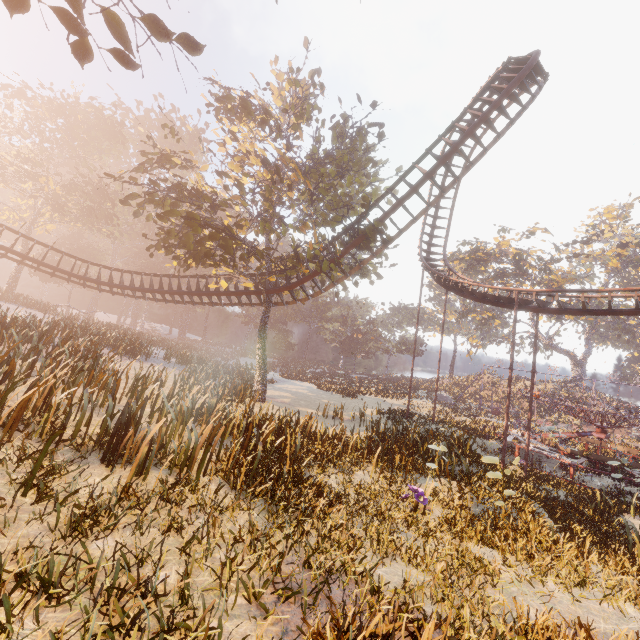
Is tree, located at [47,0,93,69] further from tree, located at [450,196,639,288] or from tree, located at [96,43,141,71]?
tree, located at [450,196,639,288]

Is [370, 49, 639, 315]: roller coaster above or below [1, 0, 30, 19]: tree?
above

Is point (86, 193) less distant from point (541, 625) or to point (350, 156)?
point (350, 156)

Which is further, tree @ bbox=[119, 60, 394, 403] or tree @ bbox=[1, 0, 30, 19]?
tree @ bbox=[119, 60, 394, 403]

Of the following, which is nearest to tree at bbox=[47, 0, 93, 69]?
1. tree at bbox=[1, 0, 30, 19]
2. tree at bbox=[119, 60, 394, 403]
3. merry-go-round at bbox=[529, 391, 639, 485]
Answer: tree at bbox=[1, 0, 30, 19]

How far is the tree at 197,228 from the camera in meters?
15.2

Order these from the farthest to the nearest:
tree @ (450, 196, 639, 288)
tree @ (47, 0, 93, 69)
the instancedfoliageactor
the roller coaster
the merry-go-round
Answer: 1. tree @ (450, 196, 639, 288)
2. the merry-go-round
3. the roller coaster
4. tree @ (47, 0, 93, 69)
5. the instancedfoliageactor

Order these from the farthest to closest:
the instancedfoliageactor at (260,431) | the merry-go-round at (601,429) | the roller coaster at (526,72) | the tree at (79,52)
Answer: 1. the merry-go-round at (601,429)
2. the roller coaster at (526,72)
3. the tree at (79,52)
4. the instancedfoliageactor at (260,431)
